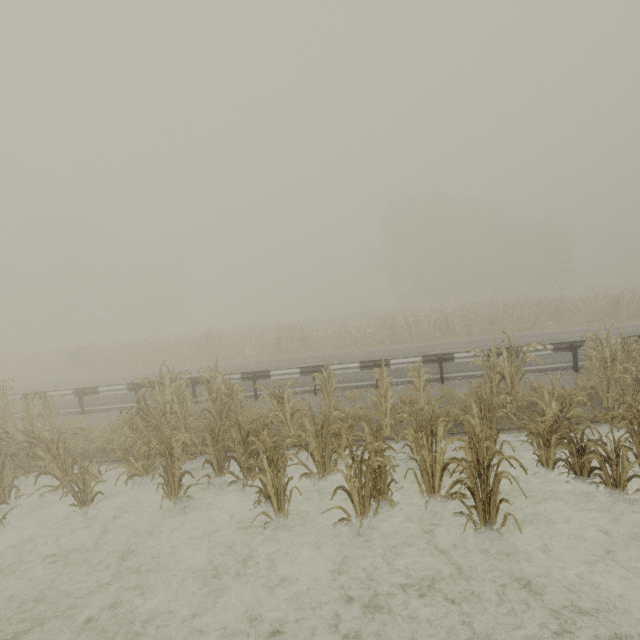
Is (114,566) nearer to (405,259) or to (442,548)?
(442,548)

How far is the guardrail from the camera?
9.7m

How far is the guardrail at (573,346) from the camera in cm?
972

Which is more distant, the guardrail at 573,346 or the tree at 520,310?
the guardrail at 573,346

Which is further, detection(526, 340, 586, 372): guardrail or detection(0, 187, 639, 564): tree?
detection(526, 340, 586, 372): guardrail
